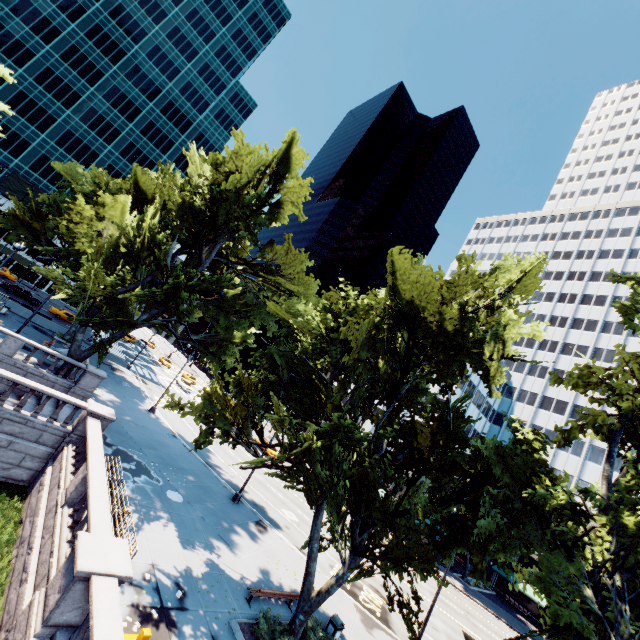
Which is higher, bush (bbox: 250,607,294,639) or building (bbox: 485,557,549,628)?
building (bbox: 485,557,549,628)

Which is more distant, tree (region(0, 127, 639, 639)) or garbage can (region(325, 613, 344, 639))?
garbage can (region(325, 613, 344, 639))

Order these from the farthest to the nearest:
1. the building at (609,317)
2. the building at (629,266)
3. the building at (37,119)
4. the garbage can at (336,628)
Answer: the building at (629,266) < the building at (37,119) < the building at (609,317) < the garbage can at (336,628)

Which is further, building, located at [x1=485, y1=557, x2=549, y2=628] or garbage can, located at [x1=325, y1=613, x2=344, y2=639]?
building, located at [x1=485, y1=557, x2=549, y2=628]

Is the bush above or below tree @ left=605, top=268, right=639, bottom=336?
below

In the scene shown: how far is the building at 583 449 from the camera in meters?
46.4 m

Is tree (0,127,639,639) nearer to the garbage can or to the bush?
the bush

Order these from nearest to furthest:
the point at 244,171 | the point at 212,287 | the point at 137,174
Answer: the point at 244,171 → the point at 212,287 → the point at 137,174
